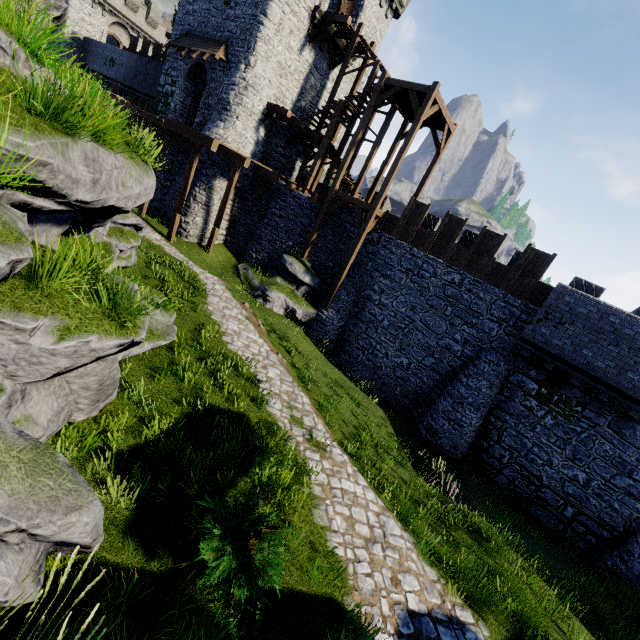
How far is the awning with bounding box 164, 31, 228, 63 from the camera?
19.06m

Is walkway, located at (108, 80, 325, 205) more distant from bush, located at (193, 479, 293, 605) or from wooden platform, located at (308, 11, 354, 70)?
bush, located at (193, 479, 293, 605)

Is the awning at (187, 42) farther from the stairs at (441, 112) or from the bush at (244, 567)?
the bush at (244, 567)

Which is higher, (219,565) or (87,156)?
(87,156)

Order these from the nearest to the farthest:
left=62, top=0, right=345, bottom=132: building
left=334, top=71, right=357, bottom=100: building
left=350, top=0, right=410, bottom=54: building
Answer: left=62, top=0, right=345, bottom=132: building, left=350, top=0, right=410, bottom=54: building, left=334, top=71, right=357, bottom=100: building

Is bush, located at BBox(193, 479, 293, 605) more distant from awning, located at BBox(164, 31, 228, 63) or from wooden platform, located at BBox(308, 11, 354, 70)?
wooden platform, located at BBox(308, 11, 354, 70)

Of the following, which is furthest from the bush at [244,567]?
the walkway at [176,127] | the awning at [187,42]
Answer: the awning at [187,42]

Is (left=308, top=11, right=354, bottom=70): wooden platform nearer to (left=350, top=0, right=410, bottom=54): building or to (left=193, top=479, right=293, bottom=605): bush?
(left=350, top=0, right=410, bottom=54): building
